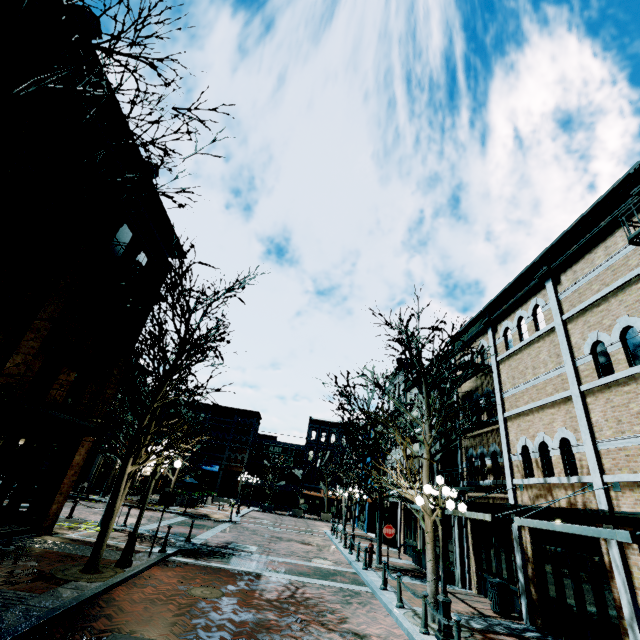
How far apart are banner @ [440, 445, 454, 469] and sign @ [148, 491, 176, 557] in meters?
12.0 m

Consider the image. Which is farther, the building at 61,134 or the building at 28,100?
the building at 61,134

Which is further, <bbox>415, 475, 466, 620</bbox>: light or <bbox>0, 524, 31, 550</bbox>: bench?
<bbox>0, 524, 31, 550</bbox>: bench

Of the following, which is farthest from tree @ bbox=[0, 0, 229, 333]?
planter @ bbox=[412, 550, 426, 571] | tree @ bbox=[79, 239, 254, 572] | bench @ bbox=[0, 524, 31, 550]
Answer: planter @ bbox=[412, 550, 426, 571]

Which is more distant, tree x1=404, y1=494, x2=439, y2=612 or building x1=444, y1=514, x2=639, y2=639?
tree x1=404, y1=494, x2=439, y2=612

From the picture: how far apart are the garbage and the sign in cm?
1175

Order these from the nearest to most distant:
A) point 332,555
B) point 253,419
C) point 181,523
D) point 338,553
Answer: point 332,555 < point 338,553 < point 181,523 < point 253,419

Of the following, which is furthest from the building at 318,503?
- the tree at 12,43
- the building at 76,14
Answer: the tree at 12,43
